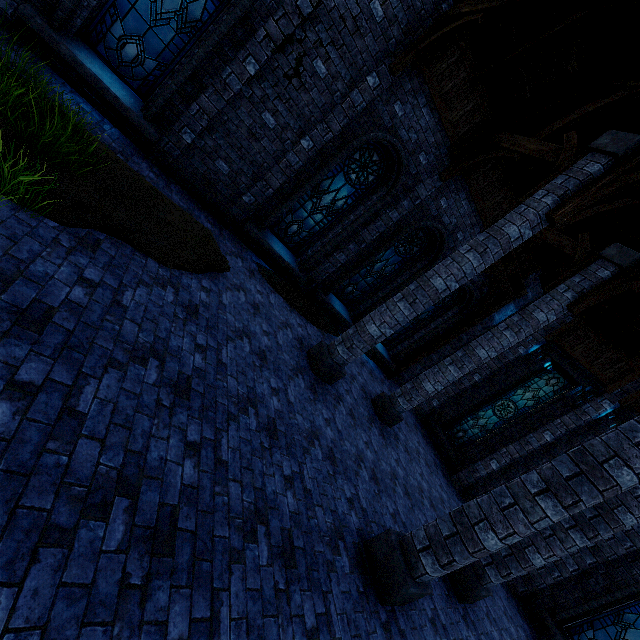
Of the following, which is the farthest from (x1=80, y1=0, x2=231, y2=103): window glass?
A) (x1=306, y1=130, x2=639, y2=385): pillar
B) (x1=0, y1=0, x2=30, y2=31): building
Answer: (x1=306, y1=130, x2=639, y2=385): pillar

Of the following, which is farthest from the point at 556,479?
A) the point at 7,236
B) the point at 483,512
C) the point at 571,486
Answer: the point at 7,236

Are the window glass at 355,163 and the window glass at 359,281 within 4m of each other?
yes

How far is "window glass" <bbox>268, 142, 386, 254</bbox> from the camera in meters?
8.6 m

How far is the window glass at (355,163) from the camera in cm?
862

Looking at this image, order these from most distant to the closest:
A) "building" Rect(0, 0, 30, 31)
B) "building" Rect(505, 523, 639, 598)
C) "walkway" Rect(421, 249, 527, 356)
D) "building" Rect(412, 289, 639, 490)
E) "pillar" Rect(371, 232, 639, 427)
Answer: "walkway" Rect(421, 249, 527, 356)
"building" Rect(412, 289, 639, 490)
"building" Rect(505, 523, 639, 598)
"pillar" Rect(371, 232, 639, 427)
"building" Rect(0, 0, 30, 31)

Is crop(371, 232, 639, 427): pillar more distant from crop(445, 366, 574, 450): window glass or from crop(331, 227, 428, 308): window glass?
crop(445, 366, 574, 450): window glass

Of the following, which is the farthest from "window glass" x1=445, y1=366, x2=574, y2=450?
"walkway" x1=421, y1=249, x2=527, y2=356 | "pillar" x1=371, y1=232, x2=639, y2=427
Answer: "pillar" x1=371, y1=232, x2=639, y2=427
